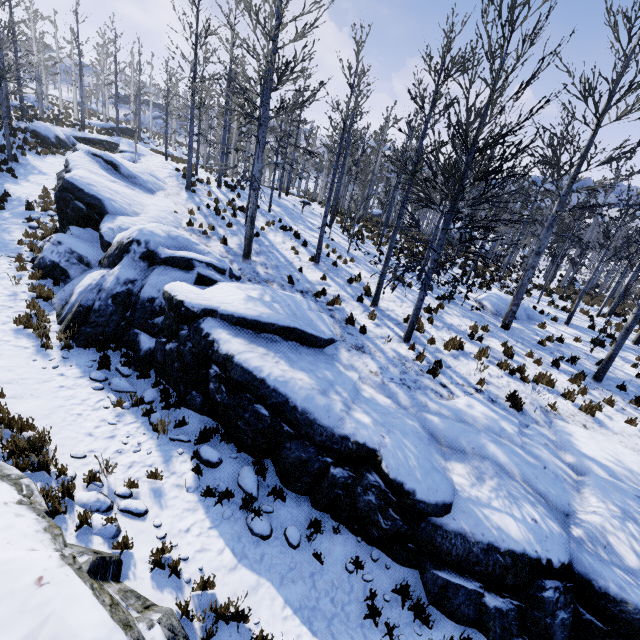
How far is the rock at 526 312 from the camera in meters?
14.7 m

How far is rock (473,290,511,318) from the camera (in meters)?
14.37

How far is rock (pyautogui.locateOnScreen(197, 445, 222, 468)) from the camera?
6.8 meters

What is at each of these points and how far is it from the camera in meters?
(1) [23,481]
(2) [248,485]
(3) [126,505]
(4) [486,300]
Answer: (1) rock, 4.4 m
(2) rock, 6.5 m
(3) rock, 5.4 m
(4) rock, 14.9 m

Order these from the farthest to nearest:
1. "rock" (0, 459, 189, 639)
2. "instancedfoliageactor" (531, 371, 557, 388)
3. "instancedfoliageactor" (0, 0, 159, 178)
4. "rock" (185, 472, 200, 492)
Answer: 1. "instancedfoliageactor" (0, 0, 159, 178)
2. "instancedfoliageactor" (531, 371, 557, 388)
3. "rock" (185, 472, 200, 492)
4. "rock" (0, 459, 189, 639)

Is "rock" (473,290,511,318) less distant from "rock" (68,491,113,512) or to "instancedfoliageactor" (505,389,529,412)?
"instancedfoliageactor" (505,389,529,412)

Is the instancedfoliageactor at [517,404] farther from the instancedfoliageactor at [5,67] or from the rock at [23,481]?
the instancedfoliageactor at [5,67]
